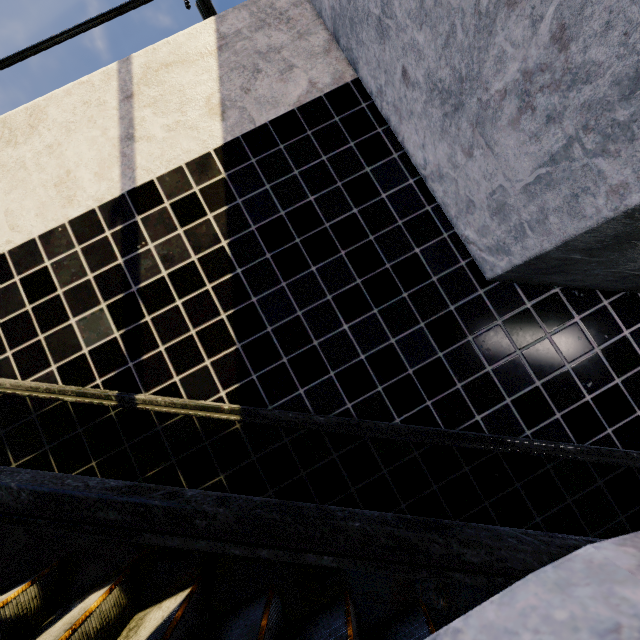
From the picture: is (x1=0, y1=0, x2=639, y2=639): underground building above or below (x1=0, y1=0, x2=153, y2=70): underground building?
below

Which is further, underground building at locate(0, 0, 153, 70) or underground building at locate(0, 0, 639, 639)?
underground building at locate(0, 0, 153, 70)

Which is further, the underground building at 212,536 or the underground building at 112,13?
the underground building at 112,13

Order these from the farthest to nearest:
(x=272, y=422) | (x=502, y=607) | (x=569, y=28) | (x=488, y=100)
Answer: (x=272, y=422), (x=488, y=100), (x=569, y=28), (x=502, y=607)

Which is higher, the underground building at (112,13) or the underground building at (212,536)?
the underground building at (112,13)
